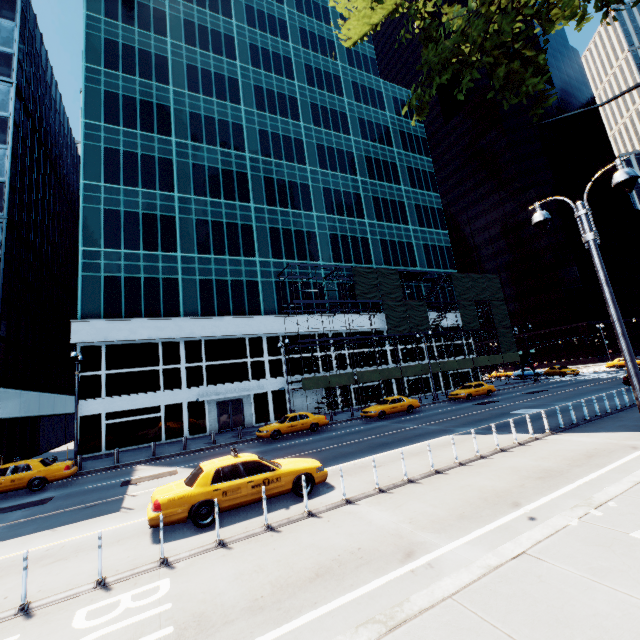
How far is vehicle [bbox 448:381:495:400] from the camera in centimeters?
3056cm

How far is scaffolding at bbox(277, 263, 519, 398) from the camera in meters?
33.4

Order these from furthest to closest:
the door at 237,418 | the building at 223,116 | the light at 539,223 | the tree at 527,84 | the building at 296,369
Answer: the building at 296,369, the door at 237,418, the building at 223,116, the tree at 527,84, the light at 539,223

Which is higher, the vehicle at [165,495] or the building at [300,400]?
the building at [300,400]

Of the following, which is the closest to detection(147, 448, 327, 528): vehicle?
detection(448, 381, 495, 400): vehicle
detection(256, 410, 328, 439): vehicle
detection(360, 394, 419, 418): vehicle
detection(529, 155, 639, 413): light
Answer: detection(529, 155, 639, 413): light

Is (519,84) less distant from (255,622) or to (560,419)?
(255,622)

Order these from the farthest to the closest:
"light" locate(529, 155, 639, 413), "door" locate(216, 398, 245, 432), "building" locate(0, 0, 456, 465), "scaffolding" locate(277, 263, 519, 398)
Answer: "scaffolding" locate(277, 263, 519, 398)
"door" locate(216, 398, 245, 432)
"building" locate(0, 0, 456, 465)
"light" locate(529, 155, 639, 413)

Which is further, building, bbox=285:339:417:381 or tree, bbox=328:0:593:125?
building, bbox=285:339:417:381
